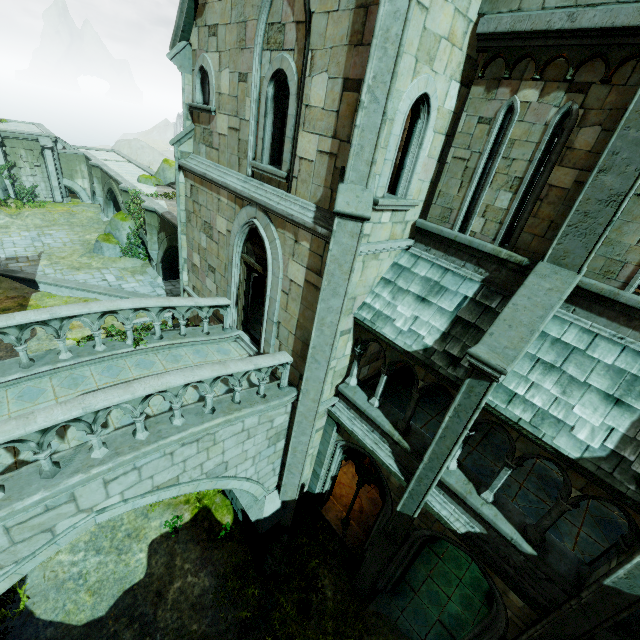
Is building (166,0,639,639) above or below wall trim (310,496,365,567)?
above

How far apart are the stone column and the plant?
1.2 meters

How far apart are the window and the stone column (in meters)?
0.05

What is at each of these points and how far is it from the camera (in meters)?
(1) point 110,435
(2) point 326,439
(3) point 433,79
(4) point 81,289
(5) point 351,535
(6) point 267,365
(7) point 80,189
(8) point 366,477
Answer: (1) bridge, 5.90
(2) stone column, 10.23
(3) building, 5.91
(4) wall trim, 20.09
(5) wall trim, 10.98
(6) bridge railing, 7.29
(7) bridge arch, 33.38
(8) window, 9.82

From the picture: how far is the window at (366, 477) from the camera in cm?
953

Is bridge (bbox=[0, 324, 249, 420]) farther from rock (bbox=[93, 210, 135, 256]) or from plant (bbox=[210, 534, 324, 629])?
rock (bbox=[93, 210, 135, 256])

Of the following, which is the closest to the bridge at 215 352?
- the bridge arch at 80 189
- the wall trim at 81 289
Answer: the wall trim at 81 289

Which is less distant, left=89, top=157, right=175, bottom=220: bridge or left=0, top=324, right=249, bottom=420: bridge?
left=0, top=324, right=249, bottom=420: bridge
